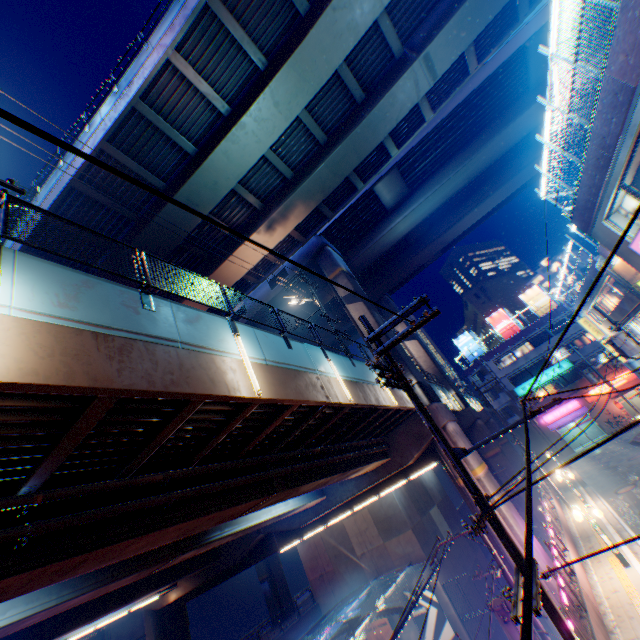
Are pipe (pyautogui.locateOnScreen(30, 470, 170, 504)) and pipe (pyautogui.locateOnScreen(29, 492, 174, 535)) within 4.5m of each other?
yes

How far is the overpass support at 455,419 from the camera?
19.6m

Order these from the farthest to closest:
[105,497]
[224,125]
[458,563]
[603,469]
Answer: [458,563], [603,469], [224,125], [105,497]

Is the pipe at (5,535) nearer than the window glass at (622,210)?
Yes

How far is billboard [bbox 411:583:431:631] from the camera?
25.1m

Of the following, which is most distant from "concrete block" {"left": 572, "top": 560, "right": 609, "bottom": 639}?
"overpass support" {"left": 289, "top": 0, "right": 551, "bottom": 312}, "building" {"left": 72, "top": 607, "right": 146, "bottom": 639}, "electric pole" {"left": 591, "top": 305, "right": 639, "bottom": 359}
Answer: "building" {"left": 72, "top": 607, "right": 146, "bottom": 639}

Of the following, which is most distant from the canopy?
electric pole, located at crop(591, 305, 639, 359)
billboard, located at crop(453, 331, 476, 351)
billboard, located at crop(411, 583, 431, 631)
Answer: billboard, located at crop(453, 331, 476, 351)

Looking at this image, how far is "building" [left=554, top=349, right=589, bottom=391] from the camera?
41.59m
